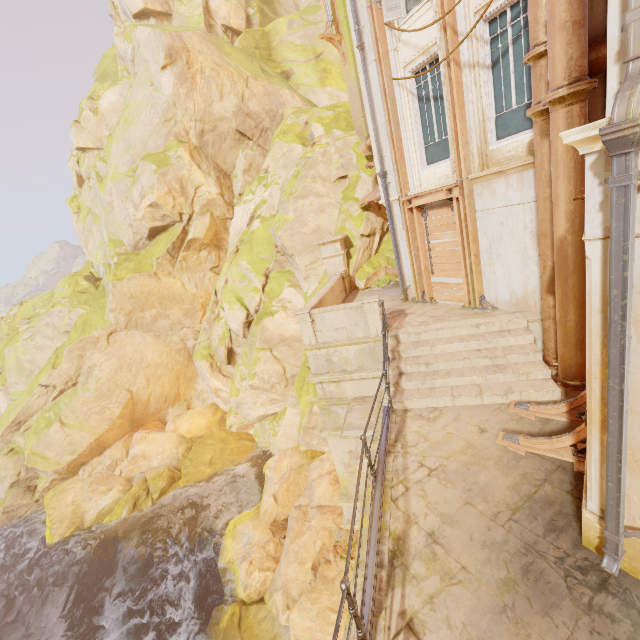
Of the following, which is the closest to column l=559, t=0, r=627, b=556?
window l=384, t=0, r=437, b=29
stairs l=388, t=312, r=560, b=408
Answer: stairs l=388, t=312, r=560, b=408

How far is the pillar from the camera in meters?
14.6 m

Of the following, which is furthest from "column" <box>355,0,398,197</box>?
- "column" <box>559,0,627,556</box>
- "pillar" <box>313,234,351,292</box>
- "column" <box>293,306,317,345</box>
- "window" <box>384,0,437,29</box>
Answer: "column" <box>559,0,627,556</box>

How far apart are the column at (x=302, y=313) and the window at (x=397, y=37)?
7.7 meters

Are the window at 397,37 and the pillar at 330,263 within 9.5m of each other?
yes

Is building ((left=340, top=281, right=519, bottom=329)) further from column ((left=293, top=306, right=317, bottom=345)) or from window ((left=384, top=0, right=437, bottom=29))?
window ((left=384, top=0, right=437, bottom=29))

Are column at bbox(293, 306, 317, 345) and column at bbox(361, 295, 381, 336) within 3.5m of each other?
yes

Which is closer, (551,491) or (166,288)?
(551,491)
